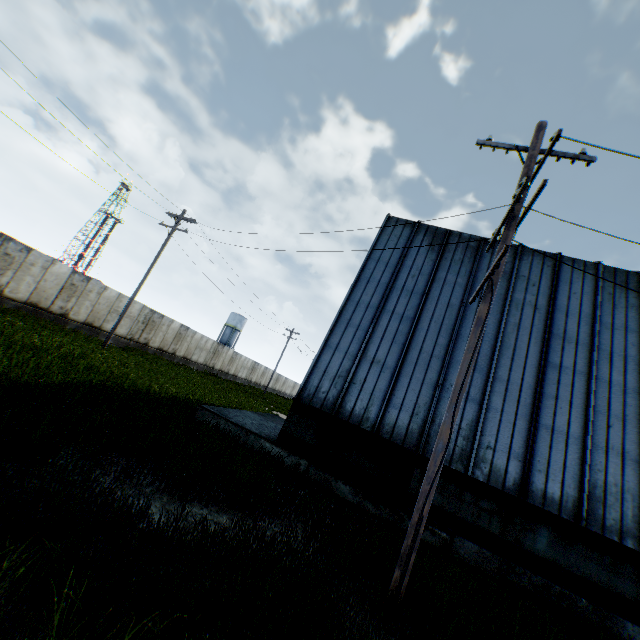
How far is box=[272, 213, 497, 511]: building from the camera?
9.99m

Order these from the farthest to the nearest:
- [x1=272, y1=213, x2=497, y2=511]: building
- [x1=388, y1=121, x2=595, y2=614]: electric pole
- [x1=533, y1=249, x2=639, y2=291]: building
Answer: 1. [x1=533, y1=249, x2=639, y2=291]: building
2. [x1=272, y1=213, x2=497, y2=511]: building
3. [x1=388, y1=121, x2=595, y2=614]: electric pole

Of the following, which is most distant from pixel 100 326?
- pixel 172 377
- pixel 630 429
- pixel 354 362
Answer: pixel 630 429

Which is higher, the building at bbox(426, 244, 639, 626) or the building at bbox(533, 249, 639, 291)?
the building at bbox(533, 249, 639, 291)

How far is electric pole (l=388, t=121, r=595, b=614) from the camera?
4.97m

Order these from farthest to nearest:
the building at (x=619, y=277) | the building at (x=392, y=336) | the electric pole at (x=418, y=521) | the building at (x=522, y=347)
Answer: the building at (x=619, y=277), the building at (x=392, y=336), the building at (x=522, y=347), the electric pole at (x=418, y=521)

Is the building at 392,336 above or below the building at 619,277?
below

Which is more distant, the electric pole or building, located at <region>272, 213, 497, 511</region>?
building, located at <region>272, 213, 497, 511</region>
